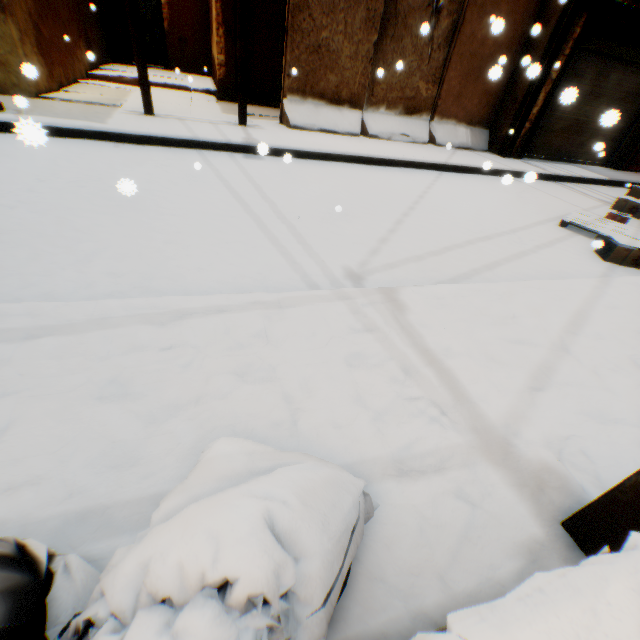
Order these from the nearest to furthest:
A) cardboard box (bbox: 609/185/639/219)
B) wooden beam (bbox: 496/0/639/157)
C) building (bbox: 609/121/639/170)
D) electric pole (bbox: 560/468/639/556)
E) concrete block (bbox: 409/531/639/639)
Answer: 1. concrete block (bbox: 409/531/639/639)
2. electric pole (bbox: 560/468/639/556)
3. cardboard box (bbox: 609/185/639/219)
4. wooden beam (bbox: 496/0/639/157)
5. building (bbox: 609/121/639/170)

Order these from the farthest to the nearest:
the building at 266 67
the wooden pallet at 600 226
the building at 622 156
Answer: the building at 622 156
the building at 266 67
the wooden pallet at 600 226

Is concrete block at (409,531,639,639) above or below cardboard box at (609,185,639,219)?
above

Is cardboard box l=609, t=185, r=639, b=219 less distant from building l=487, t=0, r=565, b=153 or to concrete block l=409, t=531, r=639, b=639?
building l=487, t=0, r=565, b=153

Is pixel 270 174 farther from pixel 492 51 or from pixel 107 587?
pixel 492 51

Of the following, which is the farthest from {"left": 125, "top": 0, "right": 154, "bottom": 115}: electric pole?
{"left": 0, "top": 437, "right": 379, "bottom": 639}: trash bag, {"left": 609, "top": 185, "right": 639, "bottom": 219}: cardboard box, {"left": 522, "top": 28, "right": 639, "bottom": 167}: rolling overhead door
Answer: {"left": 609, "top": 185, "right": 639, "bottom": 219}: cardboard box

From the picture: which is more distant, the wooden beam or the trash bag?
the wooden beam

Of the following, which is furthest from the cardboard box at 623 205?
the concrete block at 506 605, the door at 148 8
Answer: the door at 148 8
